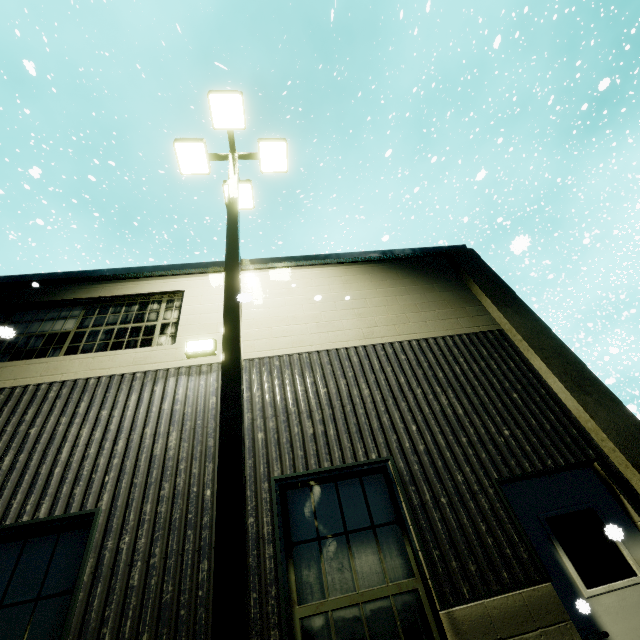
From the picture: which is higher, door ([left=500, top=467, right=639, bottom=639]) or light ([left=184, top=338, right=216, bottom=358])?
light ([left=184, top=338, right=216, bottom=358])

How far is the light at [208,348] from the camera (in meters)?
5.20

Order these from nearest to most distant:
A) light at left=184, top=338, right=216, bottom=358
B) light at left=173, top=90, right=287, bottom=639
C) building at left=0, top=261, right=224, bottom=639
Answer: light at left=173, top=90, right=287, bottom=639, building at left=0, top=261, right=224, bottom=639, light at left=184, top=338, right=216, bottom=358

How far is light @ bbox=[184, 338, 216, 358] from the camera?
5.2 meters

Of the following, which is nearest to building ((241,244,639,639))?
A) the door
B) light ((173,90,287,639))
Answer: the door

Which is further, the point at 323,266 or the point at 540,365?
the point at 323,266

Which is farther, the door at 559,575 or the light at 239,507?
the door at 559,575

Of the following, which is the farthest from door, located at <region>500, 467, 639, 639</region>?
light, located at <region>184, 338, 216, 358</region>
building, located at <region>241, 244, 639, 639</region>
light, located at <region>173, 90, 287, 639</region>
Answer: light, located at <region>184, 338, 216, 358</region>
